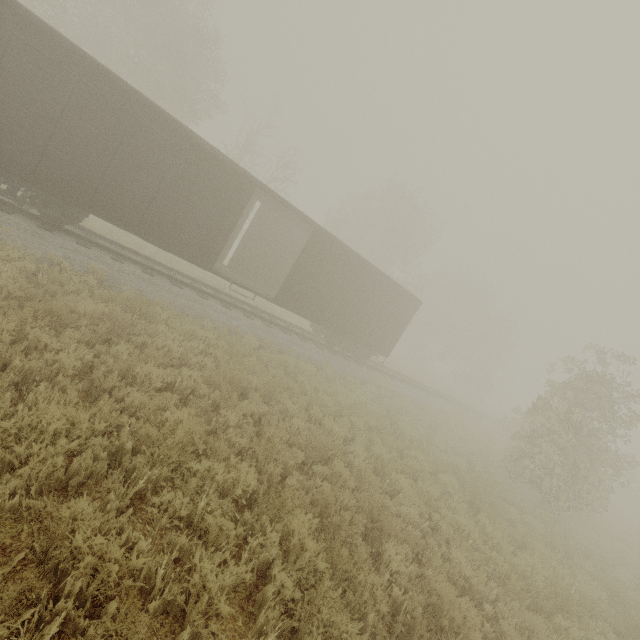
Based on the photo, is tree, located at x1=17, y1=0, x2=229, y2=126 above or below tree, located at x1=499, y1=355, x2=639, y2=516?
above

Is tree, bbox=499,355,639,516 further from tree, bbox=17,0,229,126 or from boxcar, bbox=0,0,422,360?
boxcar, bbox=0,0,422,360

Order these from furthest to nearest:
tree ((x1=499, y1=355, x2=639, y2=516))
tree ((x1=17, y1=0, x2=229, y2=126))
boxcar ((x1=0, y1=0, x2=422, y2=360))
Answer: tree ((x1=17, y1=0, x2=229, y2=126))
tree ((x1=499, y1=355, x2=639, y2=516))
boxcar ((x1=0, y1=0, x2=422, y2=360))

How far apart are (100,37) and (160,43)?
4.5 meters

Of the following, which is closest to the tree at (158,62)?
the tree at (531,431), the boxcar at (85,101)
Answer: the tree at (531,431)

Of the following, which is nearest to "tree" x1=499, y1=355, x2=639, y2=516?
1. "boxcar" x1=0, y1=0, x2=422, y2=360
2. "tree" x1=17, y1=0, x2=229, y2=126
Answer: "tree" x1=17, y1=0, x2=229, y2=126

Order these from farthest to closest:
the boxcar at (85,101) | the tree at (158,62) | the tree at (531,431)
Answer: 1. the tree at (158,62)
2. the tree at (531,431)
3. the boxcar at (85,101)

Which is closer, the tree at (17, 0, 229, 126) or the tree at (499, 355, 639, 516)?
the tree at (499, 355, 639, 516)
